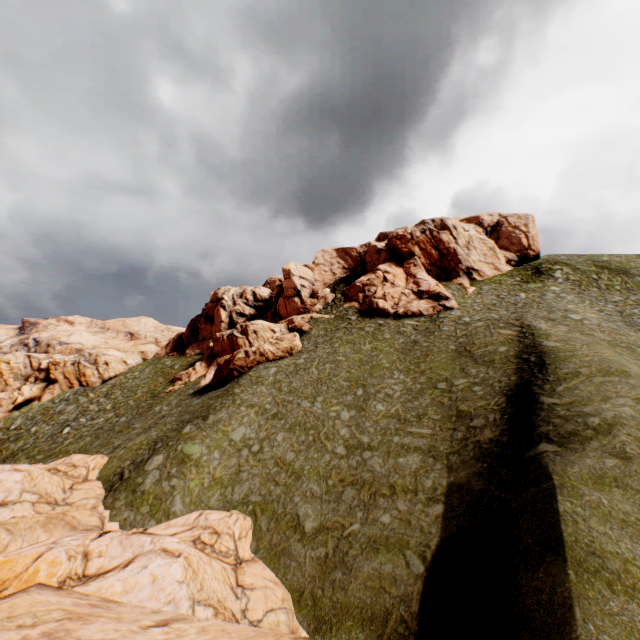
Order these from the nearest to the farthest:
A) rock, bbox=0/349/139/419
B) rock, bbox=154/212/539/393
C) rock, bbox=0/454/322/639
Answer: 1. rock, bbox=0/454/322/639
2. rock, bbox=154/212/539/393
3. rock, bbox=0/349/139/419

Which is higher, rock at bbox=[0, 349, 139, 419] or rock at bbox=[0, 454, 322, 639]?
rock at bbox=[0, 349, 139, 419]

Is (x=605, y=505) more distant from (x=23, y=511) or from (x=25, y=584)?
(x=23, y=511)

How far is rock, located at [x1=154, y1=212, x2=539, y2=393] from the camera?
41.91m

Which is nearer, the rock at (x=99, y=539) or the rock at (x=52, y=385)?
the rock at (x=99, y=539)

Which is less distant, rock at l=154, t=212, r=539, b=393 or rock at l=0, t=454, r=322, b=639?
rock at l=0, t=454, r=322, b=639
